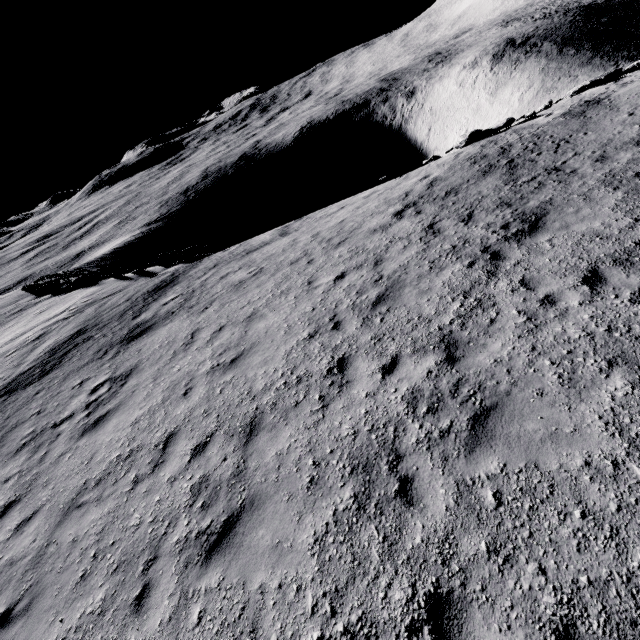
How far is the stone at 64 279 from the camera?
23.4 meters

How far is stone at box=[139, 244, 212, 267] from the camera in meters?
19.4 m

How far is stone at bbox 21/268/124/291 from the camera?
23.4 meters

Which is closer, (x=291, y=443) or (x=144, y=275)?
(x=291, y=443)

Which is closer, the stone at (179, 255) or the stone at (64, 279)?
the stone at (179, 255)

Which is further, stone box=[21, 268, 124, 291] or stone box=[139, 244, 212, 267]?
stone box=[21, 268, 124, 291]
